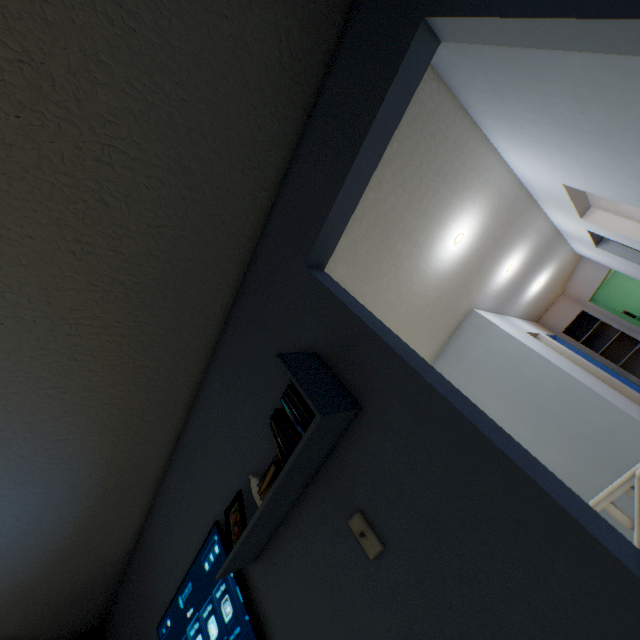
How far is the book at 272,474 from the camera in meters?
1.2

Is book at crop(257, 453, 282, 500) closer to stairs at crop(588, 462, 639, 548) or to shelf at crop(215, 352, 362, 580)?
shelf at crop(215, 352, 362, 580)

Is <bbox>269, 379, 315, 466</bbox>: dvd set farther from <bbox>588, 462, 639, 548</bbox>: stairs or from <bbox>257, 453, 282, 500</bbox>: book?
<bbox>588, 462, 639, 548</bbox>: stairs

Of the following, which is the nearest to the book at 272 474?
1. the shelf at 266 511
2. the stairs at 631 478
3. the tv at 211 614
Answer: the shelf at 266 511

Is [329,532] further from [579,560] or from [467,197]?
[467,197]

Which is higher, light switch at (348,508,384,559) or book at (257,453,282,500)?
book at (257,453,282,500)

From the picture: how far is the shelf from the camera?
1.0 meters

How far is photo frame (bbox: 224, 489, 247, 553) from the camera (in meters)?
1.37
